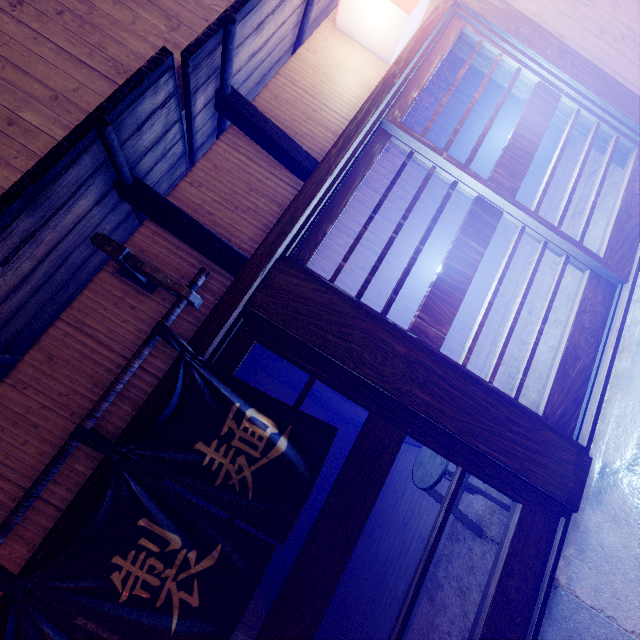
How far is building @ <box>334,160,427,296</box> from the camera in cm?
1269

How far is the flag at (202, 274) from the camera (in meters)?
3.68

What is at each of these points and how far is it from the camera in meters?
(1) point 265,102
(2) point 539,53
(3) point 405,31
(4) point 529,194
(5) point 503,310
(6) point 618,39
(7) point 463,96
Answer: (1) house, 5.3
(2) wood pole, 6.1
(3) light, 5.5
(4) building, 11.5
(5) building, 8.7
(6) house, 6.9
(7) building, 11.4

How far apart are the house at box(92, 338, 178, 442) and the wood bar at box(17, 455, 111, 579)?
0.03m

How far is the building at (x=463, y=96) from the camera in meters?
10.7

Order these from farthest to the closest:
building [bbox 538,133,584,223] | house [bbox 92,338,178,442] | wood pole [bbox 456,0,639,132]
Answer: building [bbox 538,133,584,223]
wood pole [bbox 456,0,639,132]
house [bbox 92,338,178,442]

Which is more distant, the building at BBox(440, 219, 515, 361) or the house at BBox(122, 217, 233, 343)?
the building at BBox(440, 219, 515, 361)

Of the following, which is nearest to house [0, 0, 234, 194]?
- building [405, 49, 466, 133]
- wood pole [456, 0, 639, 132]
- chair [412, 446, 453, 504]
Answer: wood pole [456, 0, 639, 132]
